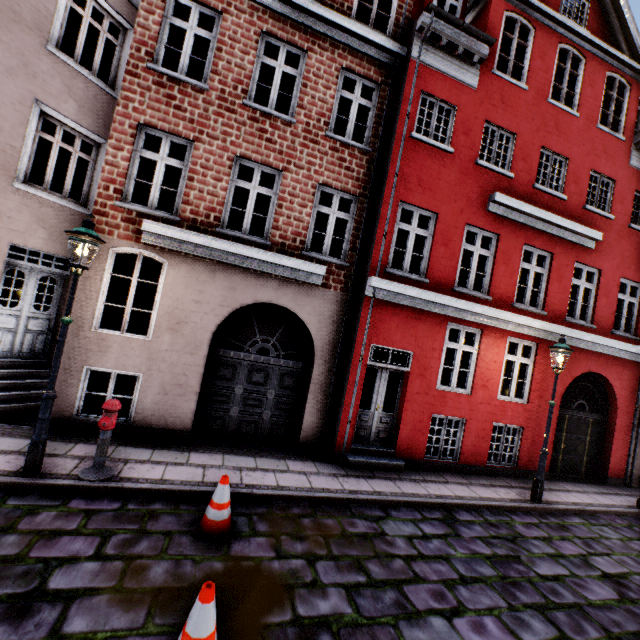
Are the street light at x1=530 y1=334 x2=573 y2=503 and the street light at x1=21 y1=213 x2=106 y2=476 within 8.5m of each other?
no

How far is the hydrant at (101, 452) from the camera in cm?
494

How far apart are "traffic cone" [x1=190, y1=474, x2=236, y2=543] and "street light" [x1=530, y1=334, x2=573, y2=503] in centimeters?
696cm

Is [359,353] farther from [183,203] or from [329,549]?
[183,203]

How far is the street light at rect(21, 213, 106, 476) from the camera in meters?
4.7

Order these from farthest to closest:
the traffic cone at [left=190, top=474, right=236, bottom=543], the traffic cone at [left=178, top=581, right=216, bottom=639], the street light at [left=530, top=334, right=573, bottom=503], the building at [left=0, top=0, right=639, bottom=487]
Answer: the street light at [left=530, top=334, right=573, bottom=503]
the building at [left=0, top=0, right=639, bottom=487]
the traffic cone at [left=190, top=474, right=236, bottom=543]
the traffic cone at [left=178, top=581, right=216, bottom=639]

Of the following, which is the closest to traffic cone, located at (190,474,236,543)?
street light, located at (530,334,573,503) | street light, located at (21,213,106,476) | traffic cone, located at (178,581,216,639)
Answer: traffic cone, located at (178,581,216,639)

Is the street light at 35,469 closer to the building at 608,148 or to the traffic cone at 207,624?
the building at 608,148
